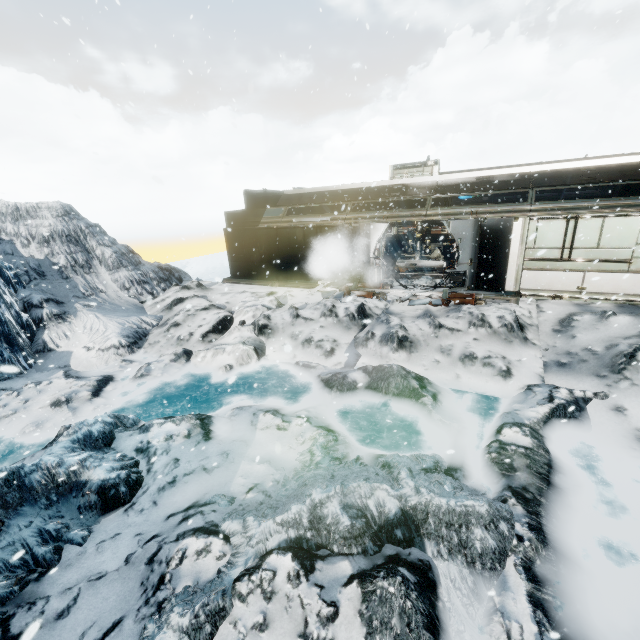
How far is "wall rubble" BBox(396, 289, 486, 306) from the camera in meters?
11.4 m

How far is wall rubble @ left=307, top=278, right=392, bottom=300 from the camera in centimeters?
1312cm

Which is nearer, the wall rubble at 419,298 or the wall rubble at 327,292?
the wall rubble at 419,298

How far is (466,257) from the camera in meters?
12.2 m

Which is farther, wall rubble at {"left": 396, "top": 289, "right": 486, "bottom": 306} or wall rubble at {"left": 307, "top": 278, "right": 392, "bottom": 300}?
wall rubble at {"left": 307, "top": 278, "right": 392, "bottom": 300}

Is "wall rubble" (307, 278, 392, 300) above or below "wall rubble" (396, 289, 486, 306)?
below

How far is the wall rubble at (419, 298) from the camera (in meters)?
11.41
